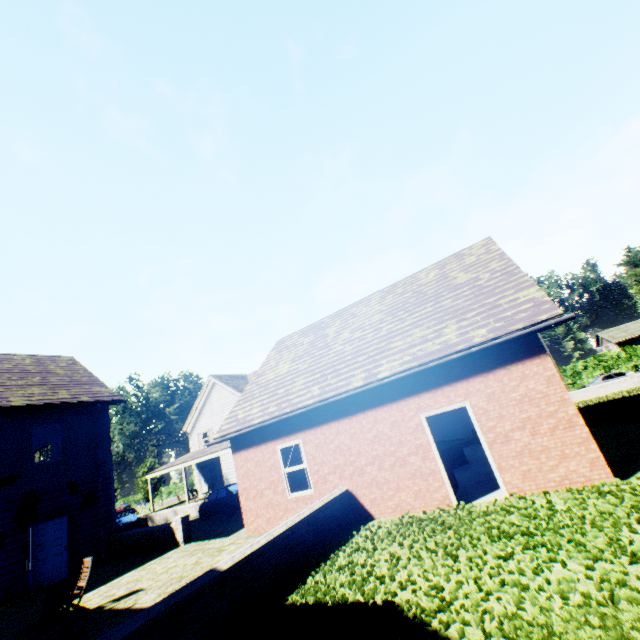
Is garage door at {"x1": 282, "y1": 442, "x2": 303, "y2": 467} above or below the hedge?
above

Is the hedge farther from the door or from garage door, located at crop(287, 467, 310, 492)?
the door

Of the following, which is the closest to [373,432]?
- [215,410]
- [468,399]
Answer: [468,399]

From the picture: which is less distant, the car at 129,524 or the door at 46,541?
the door at 46,541

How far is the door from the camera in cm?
1213

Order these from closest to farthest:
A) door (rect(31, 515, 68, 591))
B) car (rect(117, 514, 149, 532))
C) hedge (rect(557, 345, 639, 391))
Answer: door (rect(31, 515, 68, 591)) → car (rect(117, 514, 149, 532)) → hedge (rect(557, 345, 639, 391))

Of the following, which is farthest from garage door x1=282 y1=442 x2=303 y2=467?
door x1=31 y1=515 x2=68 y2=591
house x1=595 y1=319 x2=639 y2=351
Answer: house x1=595 y1=319 x2=639 y2=351

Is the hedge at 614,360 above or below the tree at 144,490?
below
